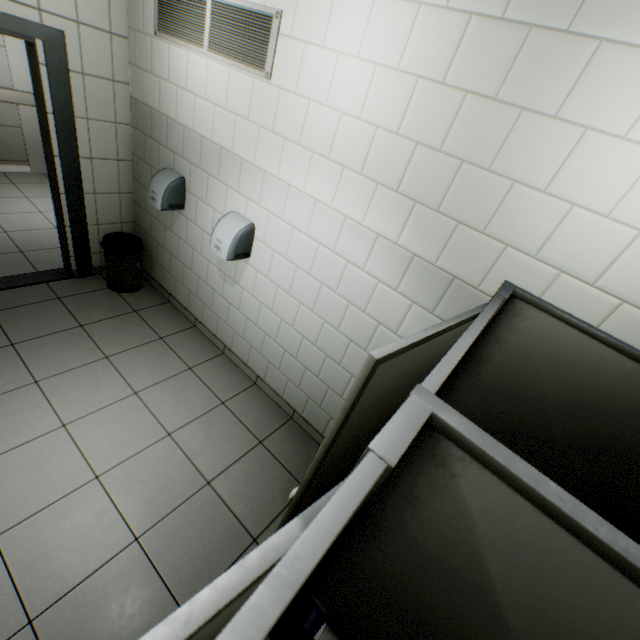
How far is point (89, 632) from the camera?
1.6 meters

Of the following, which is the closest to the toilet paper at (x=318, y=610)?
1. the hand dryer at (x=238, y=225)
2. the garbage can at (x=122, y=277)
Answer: the hand dryer at (x=238, y=225)

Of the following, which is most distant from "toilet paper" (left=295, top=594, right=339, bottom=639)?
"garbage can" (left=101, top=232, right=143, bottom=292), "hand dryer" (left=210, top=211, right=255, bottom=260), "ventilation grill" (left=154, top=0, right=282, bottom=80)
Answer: "garbage can" (left=101, top=232, right=143, bottom=292)

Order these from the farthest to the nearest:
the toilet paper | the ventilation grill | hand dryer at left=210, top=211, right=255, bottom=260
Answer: hand dryer at left=210, top=211, right=255, bottom=260 < the ventilation grill < the toilet paper

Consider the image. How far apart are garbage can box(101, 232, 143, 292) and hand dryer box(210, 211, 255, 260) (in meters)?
1.29

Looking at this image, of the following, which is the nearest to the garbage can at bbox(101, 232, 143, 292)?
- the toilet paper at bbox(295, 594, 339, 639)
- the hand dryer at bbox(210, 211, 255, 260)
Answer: the hand dryer at bbox(210, 211, 255, 260)

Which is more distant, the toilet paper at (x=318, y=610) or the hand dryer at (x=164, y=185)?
the hand dryer at (x=164, y=185)

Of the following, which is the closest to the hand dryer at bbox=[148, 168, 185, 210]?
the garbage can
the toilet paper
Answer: the garbage can
